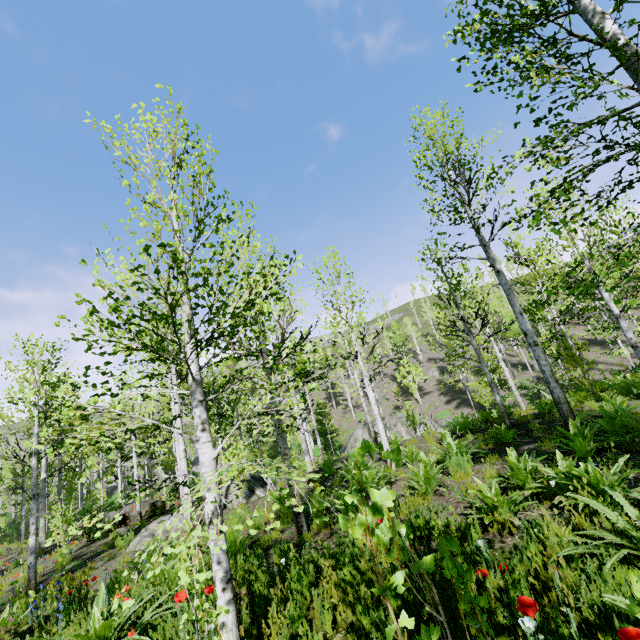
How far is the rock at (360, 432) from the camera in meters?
26.6 m

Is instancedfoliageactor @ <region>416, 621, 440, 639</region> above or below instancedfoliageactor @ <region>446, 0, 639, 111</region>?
below

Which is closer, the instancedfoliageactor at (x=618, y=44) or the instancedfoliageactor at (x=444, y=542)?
the instancedfoliageactor at (x=444, y=542)

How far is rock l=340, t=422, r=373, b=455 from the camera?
26.6m

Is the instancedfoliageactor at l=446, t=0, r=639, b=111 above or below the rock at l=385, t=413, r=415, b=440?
above

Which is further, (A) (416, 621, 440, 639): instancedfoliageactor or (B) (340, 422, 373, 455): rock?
(B) (340, 422, 373, 455): rock

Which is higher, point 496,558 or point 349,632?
point 496,558
